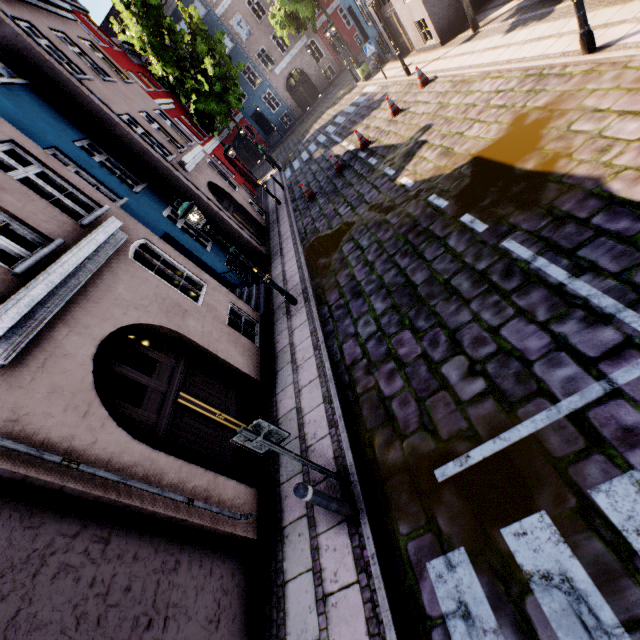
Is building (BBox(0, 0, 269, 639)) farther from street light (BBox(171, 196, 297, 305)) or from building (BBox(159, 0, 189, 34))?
building (BBox(159, 0, 189, 34))

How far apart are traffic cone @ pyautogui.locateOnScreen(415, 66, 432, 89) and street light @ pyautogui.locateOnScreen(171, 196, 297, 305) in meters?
10.3 m

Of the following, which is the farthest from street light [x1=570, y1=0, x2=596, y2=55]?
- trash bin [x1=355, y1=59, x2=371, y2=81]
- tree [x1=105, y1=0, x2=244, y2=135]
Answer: tree [x1=105, y1=0, x2=244, y2=135]

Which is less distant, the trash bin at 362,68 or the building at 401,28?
the building at 401,28

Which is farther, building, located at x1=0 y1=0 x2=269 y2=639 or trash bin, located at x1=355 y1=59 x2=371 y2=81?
trash bin, located at x1=355 y1=59 x2=371 y2=81

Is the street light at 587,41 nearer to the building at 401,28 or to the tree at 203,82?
the building at 401,28

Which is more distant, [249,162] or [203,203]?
[249,162]

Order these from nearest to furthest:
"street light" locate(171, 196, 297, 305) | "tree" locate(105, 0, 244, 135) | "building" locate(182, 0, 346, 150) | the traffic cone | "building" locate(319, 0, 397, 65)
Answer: "street light" locate(171, 196, 297, 305)
the traffic cone
"building" locate(319, 0, 397, 65)
"tree" locate(105, 0, 244, 135)
"building" locate(182, 0, 346, 150)
